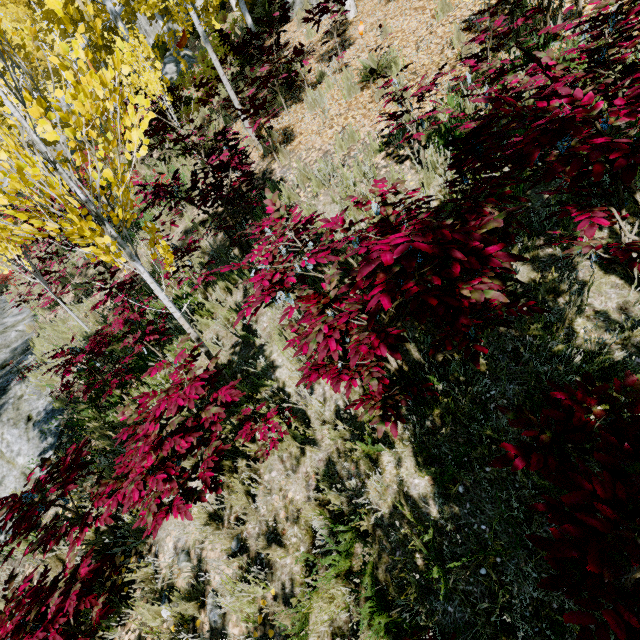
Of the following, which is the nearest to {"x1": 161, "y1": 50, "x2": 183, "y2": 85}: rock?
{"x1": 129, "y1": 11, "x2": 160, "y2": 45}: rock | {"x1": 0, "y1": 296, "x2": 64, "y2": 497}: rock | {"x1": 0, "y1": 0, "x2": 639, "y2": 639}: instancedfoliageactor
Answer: {"x1": 0, "y1": 0, "x2": 639, "y2": 639}: instancedfoliageactor

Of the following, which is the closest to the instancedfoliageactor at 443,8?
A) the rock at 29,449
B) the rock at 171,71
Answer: the rock at 29,449

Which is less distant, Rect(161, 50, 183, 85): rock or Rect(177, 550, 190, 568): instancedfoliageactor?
Rect(177, 550, 190, 568): instancedfoliageactor

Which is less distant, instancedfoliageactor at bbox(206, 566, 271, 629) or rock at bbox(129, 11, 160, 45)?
instancedfoliageactor at bbox(206, 566, 271, 629)

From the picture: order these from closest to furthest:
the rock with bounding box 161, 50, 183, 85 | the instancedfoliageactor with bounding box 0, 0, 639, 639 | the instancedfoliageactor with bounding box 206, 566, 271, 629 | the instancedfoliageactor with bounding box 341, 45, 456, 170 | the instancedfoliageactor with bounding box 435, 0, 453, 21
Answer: the instancedfoliageactor with bounding box 0, 0, 639, 639, the instancedfoliageactor with bounding box 206, 566, 271, 629, the instancedfoliageactor with bounding box 341, 45, 456, 170, the instancedfoliageactor with bounding box 435, 0, 453, 21, the rock with bounding box 161, 50, 183, 85

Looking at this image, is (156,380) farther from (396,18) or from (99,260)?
(396,18)

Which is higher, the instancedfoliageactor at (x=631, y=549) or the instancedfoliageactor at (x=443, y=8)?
the instancedfoliageactor at (x=443, y=8)

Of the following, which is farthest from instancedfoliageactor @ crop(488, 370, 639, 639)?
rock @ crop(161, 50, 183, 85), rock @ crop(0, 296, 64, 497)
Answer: rock @ crop(161, 50, 183, 85)
